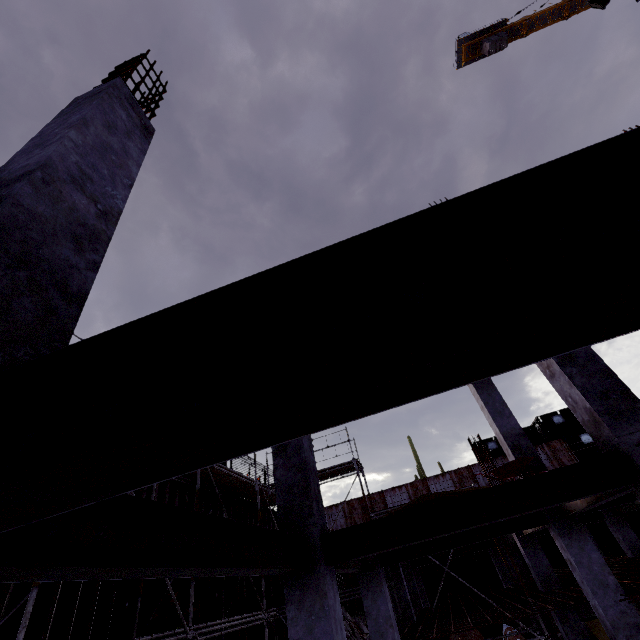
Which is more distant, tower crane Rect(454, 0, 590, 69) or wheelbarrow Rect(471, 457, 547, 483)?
tower crane Rect(454, 0, 590, 69)

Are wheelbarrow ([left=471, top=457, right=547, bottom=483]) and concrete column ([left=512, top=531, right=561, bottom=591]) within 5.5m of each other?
no

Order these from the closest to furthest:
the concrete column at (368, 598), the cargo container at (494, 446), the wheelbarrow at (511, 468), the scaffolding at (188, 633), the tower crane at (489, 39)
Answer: the wheelbarrow at (511, 468) → the scaffolding at (188, 633) → the concrete column at (368, 598) → the cargo container at (494, 446) → the tower crane at (489, 39)

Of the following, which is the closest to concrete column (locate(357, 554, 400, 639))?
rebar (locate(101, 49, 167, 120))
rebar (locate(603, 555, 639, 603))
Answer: rebar (locate(603, 555, 639, 603))

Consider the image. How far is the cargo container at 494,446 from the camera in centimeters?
2800cm

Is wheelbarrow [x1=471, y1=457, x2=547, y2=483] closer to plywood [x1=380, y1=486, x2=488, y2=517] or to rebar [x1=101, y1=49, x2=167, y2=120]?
plywood [x1=380, y1=486, x2=488, y2=517]

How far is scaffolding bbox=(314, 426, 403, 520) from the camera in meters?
11.8 m

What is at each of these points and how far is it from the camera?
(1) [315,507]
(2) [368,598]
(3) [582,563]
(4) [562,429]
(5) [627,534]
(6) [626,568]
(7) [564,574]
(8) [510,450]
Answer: (1) concrete column, 5.1 meters
(2) concrete column, 8.0 meters
(3) concrete column, 7.2 meters
(4) cargo container, 29.8 meters
(5) concrete column, 14.3 meters
(6) rebar, 10.6 meters
(7) rebar, 13.7 meters
(8) concrete column, 8.9 meters
